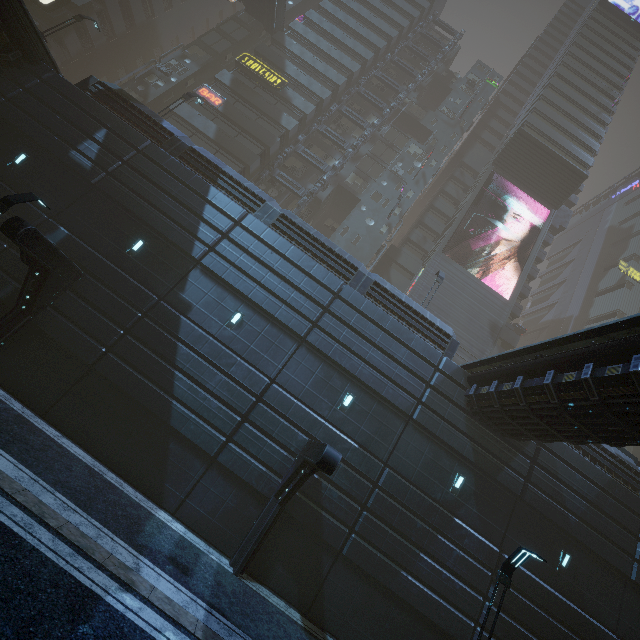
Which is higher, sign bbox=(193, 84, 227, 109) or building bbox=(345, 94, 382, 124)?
building bbox=(345, 94, 382, 124)

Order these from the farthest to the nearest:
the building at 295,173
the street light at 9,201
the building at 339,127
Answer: the building at 339,127, the building at 295,173, the street light at 9,201

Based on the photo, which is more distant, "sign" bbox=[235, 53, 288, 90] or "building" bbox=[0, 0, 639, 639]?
"sign" bbox=[235, 53, 288, 90]

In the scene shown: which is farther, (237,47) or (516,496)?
(237,47)

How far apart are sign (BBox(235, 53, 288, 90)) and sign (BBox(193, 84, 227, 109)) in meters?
4.3

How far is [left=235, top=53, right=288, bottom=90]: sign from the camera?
31.6 meters

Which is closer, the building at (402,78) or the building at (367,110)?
the building at (367,110)

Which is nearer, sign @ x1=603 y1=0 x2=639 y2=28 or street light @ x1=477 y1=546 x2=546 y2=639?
street light @ x1=477 y1=546 x2=546 y2=639
